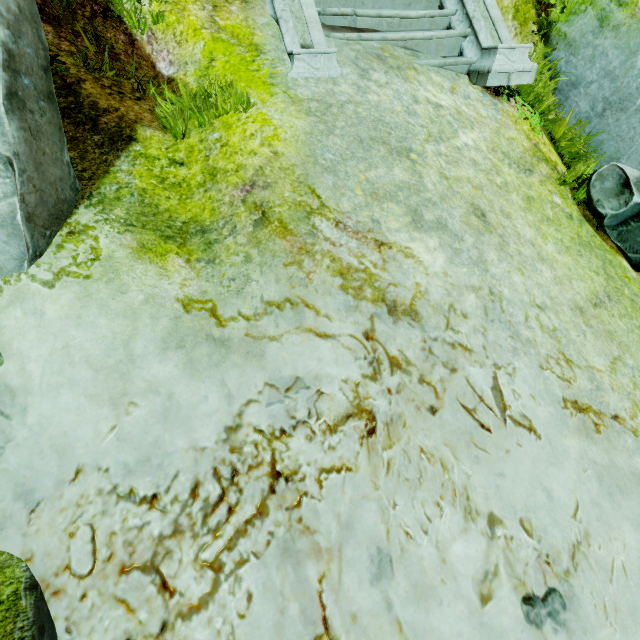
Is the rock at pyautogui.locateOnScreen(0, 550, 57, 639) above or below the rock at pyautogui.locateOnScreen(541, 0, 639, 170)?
below

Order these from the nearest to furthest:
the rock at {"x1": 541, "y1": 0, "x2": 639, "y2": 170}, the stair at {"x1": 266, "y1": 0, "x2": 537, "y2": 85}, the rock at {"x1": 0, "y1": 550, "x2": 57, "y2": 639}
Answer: the rock at {"x1": 0, "y1": 550, "x2": 57, "y2": 639}
the stair at {"x1": 266, "y1": 0, "x2": 537, "y2": 85}
the rock at {"x1": 541, "y1": 0, "x2": 639, "y2": 170}

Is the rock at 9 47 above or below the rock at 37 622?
above

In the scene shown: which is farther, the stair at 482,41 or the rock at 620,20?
the rock at 620,20

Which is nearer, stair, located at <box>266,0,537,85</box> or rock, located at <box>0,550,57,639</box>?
rock, located at <box>0,550,57,639</box>

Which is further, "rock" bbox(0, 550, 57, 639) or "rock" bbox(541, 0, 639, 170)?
"rock" bbox(541, 0, 639, 170)

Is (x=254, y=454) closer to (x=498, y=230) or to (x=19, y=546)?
(x=19, y=546)
